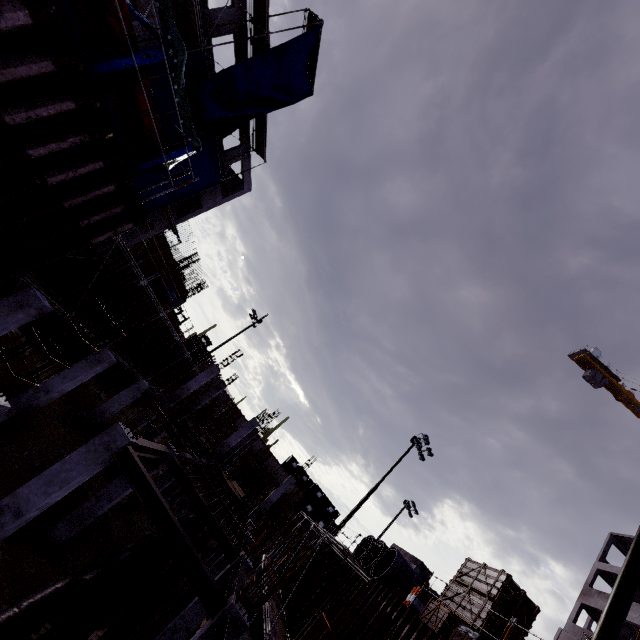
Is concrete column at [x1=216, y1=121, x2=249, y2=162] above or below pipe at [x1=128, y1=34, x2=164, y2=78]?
above

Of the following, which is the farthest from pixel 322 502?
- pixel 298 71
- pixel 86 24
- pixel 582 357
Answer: pixel 86 24

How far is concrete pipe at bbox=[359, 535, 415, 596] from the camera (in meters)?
13.86

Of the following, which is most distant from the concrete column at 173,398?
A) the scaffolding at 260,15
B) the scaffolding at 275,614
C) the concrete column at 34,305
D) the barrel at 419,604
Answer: the barrel at 419,604

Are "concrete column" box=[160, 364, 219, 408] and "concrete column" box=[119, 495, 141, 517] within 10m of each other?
yes

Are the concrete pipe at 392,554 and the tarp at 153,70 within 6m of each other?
no

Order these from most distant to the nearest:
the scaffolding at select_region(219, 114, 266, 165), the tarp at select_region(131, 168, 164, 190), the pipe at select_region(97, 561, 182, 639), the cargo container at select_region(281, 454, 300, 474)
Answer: the cargo container at select_region(281, 454, 300, 474) < the scaffolding at select_region(219, 114, 266, 165) < the tarp at select_region(131, 168, 164, 190) < the pipe at select_region(97, 561, 182, 639)

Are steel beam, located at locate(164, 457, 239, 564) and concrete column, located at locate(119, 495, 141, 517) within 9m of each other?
yes
